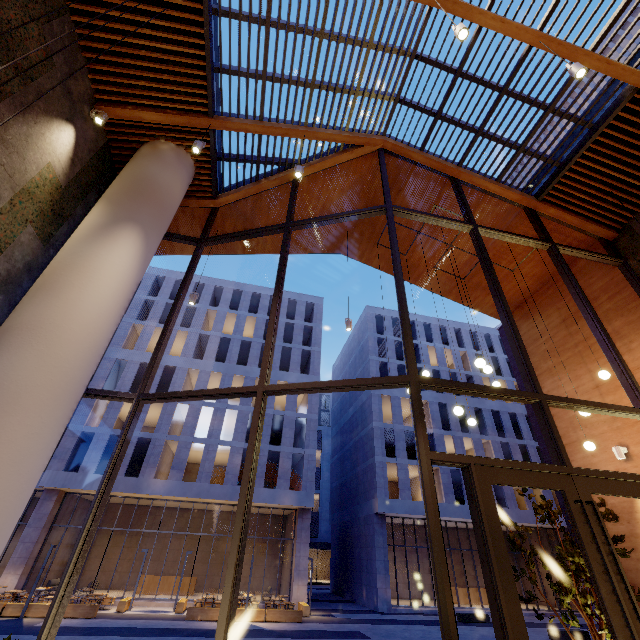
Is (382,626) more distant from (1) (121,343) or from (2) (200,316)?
(1) (121,343)

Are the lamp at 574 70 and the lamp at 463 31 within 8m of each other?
yes

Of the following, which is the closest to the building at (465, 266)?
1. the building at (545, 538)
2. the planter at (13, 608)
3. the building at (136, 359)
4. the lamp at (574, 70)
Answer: the lamp at (574, 70)

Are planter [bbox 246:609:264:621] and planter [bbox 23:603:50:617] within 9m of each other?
yes

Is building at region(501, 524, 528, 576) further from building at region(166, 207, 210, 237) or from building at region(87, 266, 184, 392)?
building at region(166, 207, 210, 237)

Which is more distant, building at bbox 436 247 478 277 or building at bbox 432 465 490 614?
building at bbox 432 465 490 614

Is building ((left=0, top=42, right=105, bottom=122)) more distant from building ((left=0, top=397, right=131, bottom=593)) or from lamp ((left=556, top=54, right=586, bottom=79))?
building ((left=0, top=397, right=131, bottom=593))
